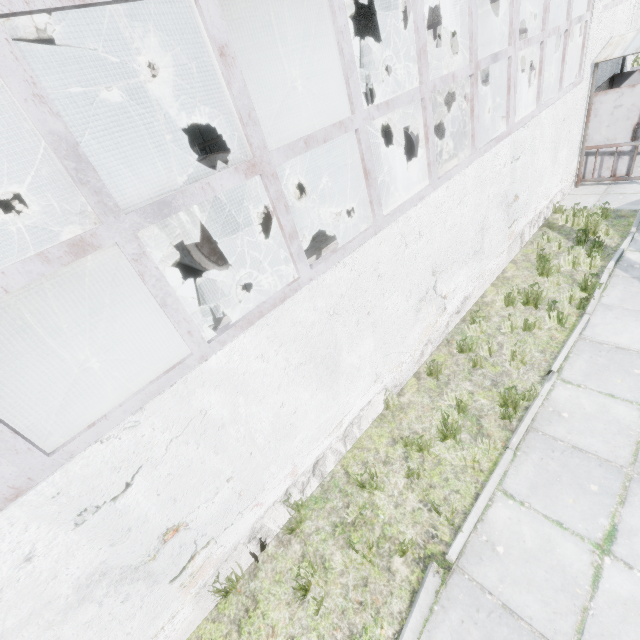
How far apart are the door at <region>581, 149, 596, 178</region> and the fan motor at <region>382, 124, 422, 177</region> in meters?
6.8

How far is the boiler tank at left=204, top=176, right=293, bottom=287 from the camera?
9.1 meters

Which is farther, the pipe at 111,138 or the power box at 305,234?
the power box at 305,234

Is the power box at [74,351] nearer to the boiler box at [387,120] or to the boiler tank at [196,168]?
the boiler tank at [196,168]

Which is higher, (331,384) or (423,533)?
(331,384)

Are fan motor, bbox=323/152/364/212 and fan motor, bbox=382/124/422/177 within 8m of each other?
yes

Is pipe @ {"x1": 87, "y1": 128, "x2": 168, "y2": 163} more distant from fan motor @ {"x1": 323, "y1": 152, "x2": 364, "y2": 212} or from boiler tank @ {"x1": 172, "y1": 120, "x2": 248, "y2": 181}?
boiler tank @ {"x1": 172, "y1": 120, "x2": 248, "y2": 181}

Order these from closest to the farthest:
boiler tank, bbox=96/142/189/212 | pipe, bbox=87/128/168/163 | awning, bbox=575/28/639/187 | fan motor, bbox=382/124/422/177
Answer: pipe, bbox=87/128/168/163 < awning, bbox=575/28/639/187 < boiler tank, bbox=96/142/189/212 < fan motor, bbox=382/124/422/177
